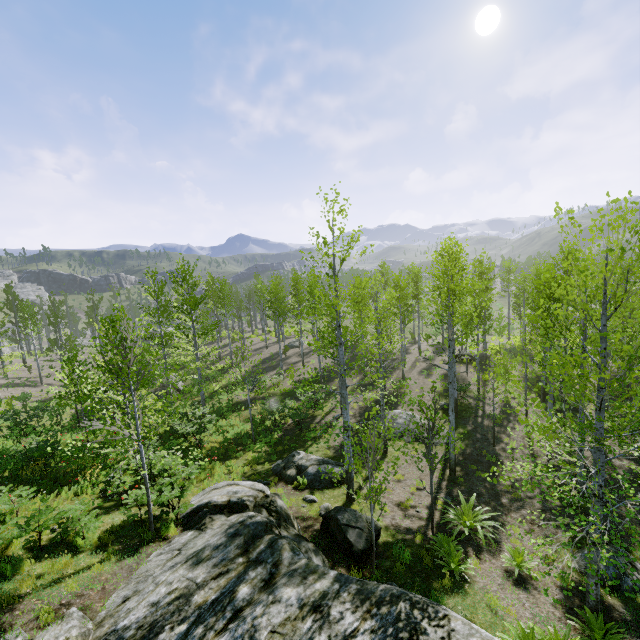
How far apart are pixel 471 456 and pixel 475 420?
3.70m

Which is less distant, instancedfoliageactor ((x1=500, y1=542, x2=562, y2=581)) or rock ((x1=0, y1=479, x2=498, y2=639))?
rock ((x1=0, y1=479, x2=498, y2=639))

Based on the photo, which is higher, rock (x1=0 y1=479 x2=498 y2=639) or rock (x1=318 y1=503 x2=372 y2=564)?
rock (x1=0 y1=479 x2=498 y2=639)

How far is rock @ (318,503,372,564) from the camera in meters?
8.9 m

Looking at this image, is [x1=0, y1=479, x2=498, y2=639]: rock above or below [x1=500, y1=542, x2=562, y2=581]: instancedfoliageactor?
above

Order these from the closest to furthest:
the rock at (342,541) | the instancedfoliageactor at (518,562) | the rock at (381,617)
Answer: the rock at (381,617), the instancedfoliageactor at (518,562), the rock at (342,541)

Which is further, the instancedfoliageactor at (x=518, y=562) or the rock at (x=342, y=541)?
the rock at (x=342, y=541)
